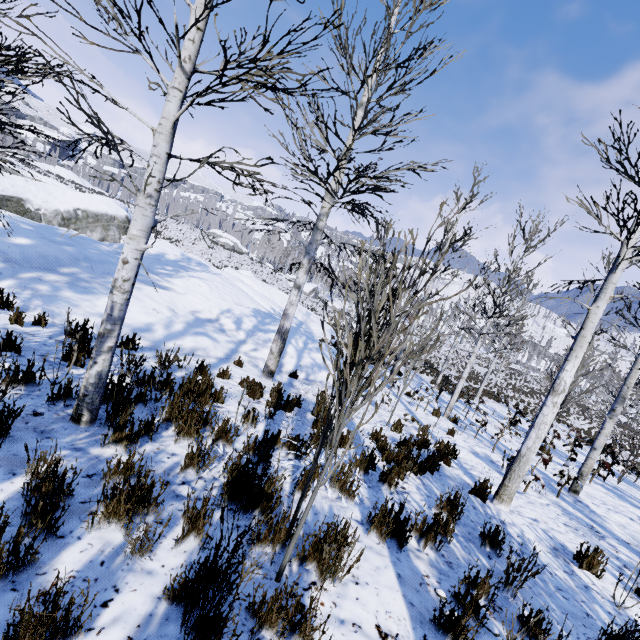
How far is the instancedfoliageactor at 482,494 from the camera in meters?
5.3

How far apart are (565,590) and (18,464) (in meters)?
5.45

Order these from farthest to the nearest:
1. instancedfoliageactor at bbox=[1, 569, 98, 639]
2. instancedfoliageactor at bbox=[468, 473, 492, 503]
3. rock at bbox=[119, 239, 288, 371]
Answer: rock at bbox=[119, 239, 288, 371], instancedfoliageactor at bbox=[468, 473, 492, 503], instancedfoliageactor at bbox=[1, 569, 98, 639]

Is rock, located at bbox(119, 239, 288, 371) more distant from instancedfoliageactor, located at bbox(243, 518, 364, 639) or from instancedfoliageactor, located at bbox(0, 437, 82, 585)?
instancedfoliageactor, located at bbox(243, 518, 364, 639)

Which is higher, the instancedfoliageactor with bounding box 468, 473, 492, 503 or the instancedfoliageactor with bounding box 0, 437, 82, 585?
the instancedfoliageactor with bounding box 0, 437, 82, 585

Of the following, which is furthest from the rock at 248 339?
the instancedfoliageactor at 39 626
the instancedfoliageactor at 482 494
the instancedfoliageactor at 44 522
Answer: the instancedfoliageactor at 482 494

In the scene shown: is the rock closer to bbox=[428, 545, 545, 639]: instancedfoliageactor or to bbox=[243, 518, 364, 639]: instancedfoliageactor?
bbox=[243, 518, 364, 639]: instancedfoliageactor

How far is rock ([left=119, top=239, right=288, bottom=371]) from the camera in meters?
7.5 m
